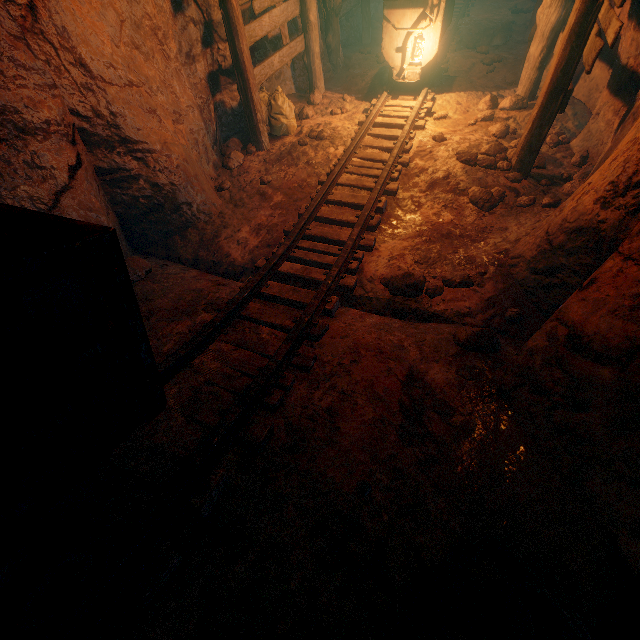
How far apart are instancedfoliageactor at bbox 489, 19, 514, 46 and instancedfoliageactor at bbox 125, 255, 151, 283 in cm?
979

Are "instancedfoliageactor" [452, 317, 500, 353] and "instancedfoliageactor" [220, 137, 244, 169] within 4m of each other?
no

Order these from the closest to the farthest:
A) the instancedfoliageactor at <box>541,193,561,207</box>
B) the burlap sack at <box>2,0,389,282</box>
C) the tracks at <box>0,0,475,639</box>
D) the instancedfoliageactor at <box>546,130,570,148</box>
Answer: the tracks at <box>0,0,475,639</box>
the burlap sack at <box>2,0,389,282</box>
the instancedfoliageactor at <box>541,193,561,207</box>
the instancedfoliageactor at <box>546,130,570,148</box>

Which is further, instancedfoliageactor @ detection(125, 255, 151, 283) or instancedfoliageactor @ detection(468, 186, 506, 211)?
instancedfoliageactor @ detection(468, 186, 506, 211)

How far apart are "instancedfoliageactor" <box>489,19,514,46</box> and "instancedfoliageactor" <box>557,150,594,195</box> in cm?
543

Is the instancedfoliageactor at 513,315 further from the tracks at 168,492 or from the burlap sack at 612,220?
the tracks at 168,492

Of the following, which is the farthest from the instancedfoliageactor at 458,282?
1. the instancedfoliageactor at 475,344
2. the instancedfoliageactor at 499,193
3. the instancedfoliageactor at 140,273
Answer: the instancedfoliageactor at 140,273

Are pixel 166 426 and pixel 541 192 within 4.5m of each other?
no
